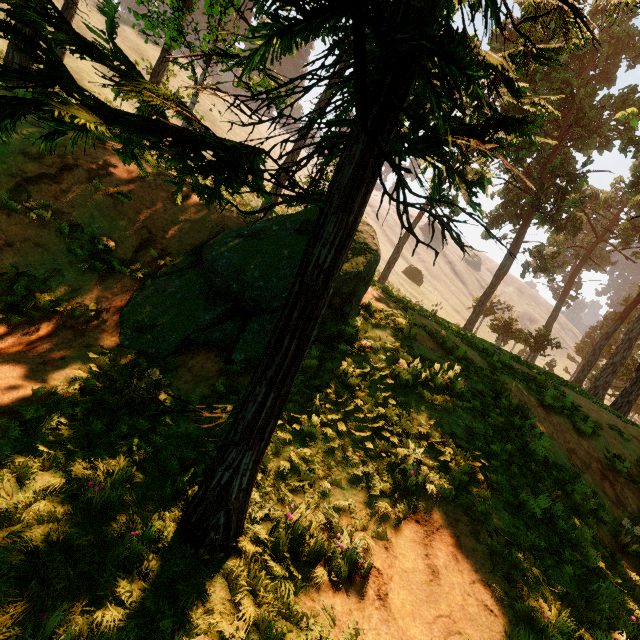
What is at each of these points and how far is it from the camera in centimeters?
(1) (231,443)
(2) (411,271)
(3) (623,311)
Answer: (1) treerock, 333cm
(2) treerock, 5388cm
(3) treerock, 2894cm

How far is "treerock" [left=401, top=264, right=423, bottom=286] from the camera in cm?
5356

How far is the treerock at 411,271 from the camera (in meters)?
53.56

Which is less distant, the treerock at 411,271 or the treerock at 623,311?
the treerock at 623,311

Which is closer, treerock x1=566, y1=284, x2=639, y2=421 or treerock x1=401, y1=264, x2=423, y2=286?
treerock x1=566, y1=284, x2=639, y2=421

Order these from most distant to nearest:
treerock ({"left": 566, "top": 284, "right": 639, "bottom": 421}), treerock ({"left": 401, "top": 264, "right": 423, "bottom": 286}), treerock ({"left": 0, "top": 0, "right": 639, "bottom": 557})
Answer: treerock ({"left": 401, "top": 264, "right": 423, "bottom": 286}) < treerock ({"left": 566, "top": 284, "right": 639, "bottom": 421}) < treerock ({"left": 0, "top": 0, "right": 639, "bottom": 557})
